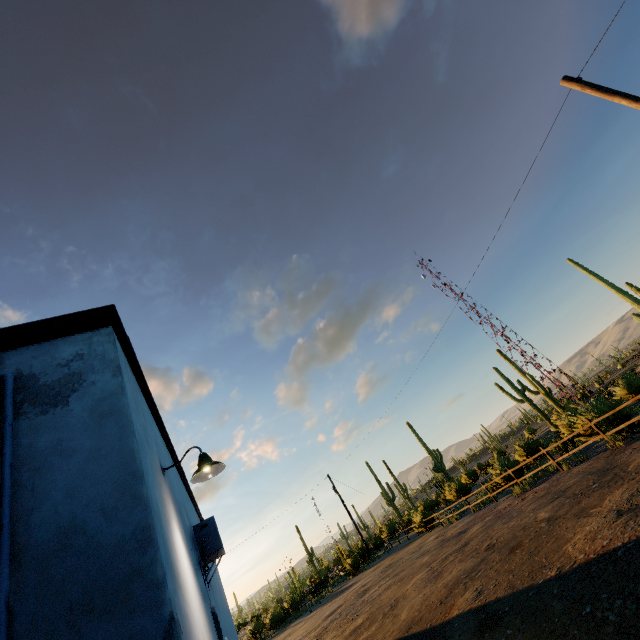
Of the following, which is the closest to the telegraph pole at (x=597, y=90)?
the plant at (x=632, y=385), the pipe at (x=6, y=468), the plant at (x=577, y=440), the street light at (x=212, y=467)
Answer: the plant at (x=577, y=440)

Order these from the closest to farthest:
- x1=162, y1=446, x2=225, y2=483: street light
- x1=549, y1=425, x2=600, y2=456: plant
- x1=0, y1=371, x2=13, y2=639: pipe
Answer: x1=0, y1=371, x2=13, y2=639: pipe, x1=162, y1=446, x2=225, y2=483: street light, x1=549, y1=425, x2=600, y2=456: plant

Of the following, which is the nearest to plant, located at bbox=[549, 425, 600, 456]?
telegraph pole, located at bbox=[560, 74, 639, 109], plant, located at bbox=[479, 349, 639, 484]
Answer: plant, located at bbox=[479, 349, 639, 484]

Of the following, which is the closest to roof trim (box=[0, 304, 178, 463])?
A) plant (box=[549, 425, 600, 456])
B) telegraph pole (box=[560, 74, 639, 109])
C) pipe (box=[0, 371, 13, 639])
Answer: pipe (box=[0, 371, 13, 639])

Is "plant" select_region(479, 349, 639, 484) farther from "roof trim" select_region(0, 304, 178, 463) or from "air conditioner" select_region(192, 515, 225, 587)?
"air conditioner" select_region(192, 515, 225, 587)

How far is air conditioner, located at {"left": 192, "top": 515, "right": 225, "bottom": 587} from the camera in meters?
5.4

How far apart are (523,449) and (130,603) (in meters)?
25.69

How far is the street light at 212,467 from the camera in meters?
4.2
